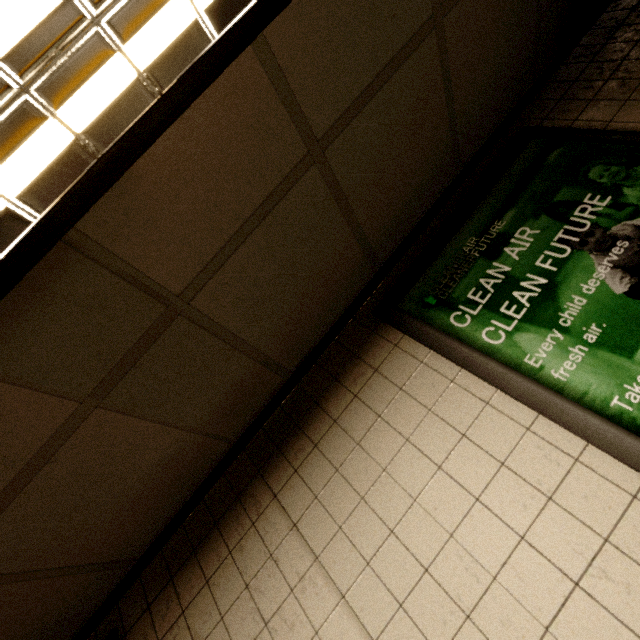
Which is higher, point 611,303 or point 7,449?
point 7,449

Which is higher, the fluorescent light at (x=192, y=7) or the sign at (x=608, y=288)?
the fluorescent light at (x=192, y=7)

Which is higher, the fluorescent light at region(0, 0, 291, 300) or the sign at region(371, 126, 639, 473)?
the fluorescent light at region(0, 0, 291, 300)

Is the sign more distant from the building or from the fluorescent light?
the fluorescent light

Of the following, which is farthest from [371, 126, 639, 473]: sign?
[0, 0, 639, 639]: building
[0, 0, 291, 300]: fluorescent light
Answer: [0, 0, 291, 300]: fluorescent light

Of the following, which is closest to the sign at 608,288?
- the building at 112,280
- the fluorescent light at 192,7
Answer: the building at 112,280
